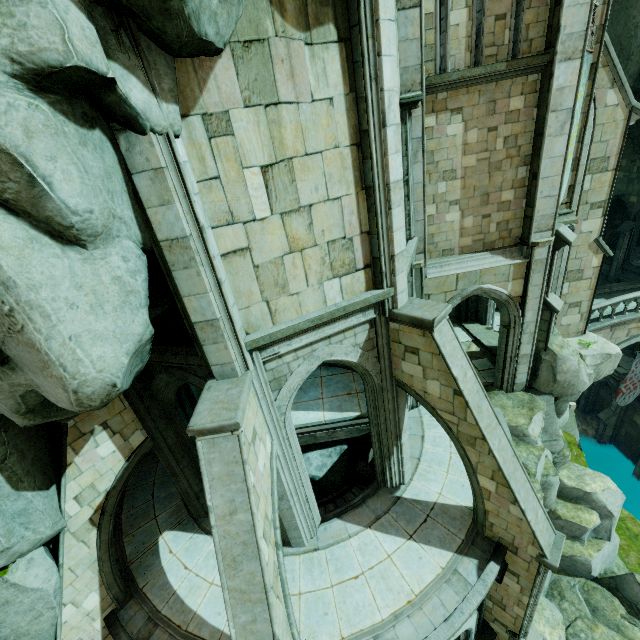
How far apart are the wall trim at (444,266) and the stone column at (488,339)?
5.8m

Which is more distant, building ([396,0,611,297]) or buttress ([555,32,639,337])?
buttress ([555,32,639,337])

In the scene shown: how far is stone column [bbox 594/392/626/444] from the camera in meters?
24.8 m

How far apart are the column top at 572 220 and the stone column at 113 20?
11.53m

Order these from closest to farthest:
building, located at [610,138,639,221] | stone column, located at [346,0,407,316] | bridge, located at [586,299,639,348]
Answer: stone column, located at [346,0,407,316], bridge, located at [586,299,639,348], building, located at [610,138,639,221]

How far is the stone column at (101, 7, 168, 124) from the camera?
3.7m

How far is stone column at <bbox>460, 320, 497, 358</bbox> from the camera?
15.7m

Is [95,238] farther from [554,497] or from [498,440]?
[554,497]
